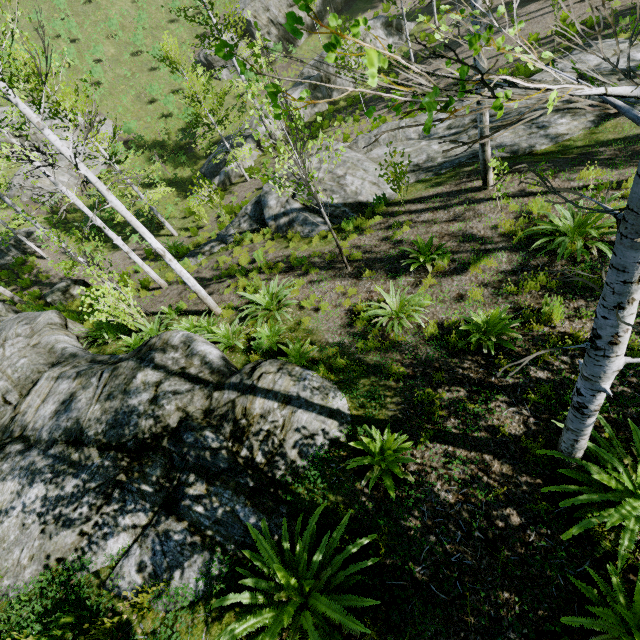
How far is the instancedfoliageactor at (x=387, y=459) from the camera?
4.1 meters

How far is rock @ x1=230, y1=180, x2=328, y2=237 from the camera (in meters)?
10.91

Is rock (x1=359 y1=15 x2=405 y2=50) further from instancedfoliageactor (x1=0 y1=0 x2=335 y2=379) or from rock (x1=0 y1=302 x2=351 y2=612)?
rock (x1=0 y1=302 x2=351 y2=612)

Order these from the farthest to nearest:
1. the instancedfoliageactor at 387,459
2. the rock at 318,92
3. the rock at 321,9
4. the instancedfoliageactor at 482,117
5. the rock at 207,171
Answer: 1. the rock at 321,9
2. the rock at 318,92
3. the rock at 207,171
4. the instancedfoliageactor at 387,459
5. the instancedfoliageactor at 482,117

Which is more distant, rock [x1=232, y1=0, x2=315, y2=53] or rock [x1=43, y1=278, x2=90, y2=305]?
rock [x1=232, y1=0, x2=315, y2=53]

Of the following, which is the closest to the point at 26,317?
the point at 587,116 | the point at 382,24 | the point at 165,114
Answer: the point at 587,116

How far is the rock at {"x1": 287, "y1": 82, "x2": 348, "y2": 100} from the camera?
21.3 meters
